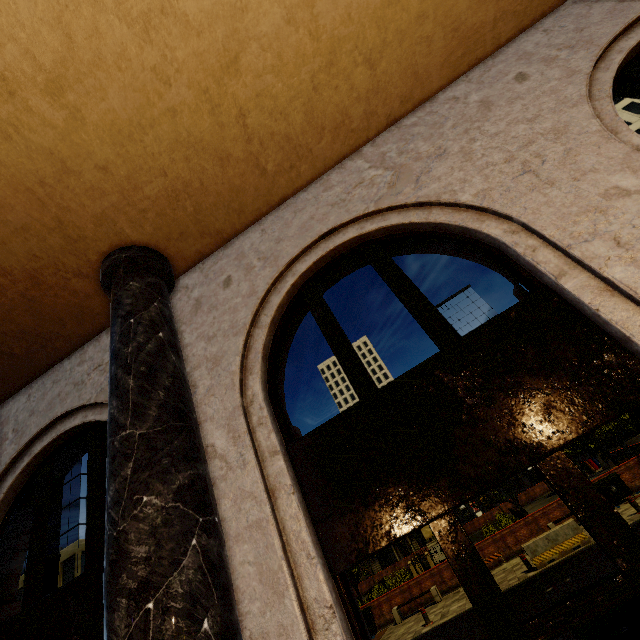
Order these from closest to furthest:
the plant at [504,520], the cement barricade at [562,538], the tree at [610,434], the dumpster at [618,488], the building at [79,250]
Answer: the building at [79,250]
the cement barricade at [562,538]
the dumpster at [618,488]
the tree at [610,434]
the plant at [504,520]

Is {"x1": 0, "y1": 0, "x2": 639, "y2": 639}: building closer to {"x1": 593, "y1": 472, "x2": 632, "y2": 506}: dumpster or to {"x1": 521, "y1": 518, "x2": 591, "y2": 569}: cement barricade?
{"x1": 521, "y1": 518, "x2": 591, "y2": 569}: cement barricade

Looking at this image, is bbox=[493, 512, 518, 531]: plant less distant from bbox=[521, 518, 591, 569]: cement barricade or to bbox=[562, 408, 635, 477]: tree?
bbox=[562, 408, 635, 477]: tree

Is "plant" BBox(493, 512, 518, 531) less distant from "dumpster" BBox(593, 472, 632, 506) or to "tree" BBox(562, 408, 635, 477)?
"tree" BBox(562, 408, 635, 477)

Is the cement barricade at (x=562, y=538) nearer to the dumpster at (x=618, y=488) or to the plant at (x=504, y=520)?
the dumpster at (x=618, y=488)

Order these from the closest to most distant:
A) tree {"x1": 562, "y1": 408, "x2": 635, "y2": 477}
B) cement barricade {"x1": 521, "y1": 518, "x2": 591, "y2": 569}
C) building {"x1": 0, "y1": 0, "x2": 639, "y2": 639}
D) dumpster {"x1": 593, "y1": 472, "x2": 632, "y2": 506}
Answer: building {"x1": 0, "y1": 0, "x2": 639, "y2": 639}
cement barricade {"x1": 521, "y1": 518, "x2": 591, "y2": 569}
dumpster {"x1": 593, "y1": 472, "x2": 632, "y2": 506}
tree {"x1": 562, "y1": 408, "x2": 635, "y2": 477}

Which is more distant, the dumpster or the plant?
the plant

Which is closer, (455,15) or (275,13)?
(275,13)
